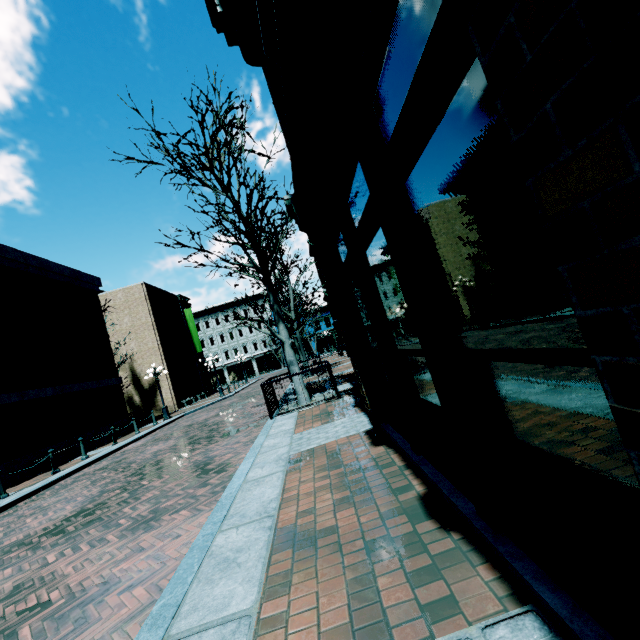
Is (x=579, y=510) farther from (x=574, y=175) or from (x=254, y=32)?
(x=254, y=32)
